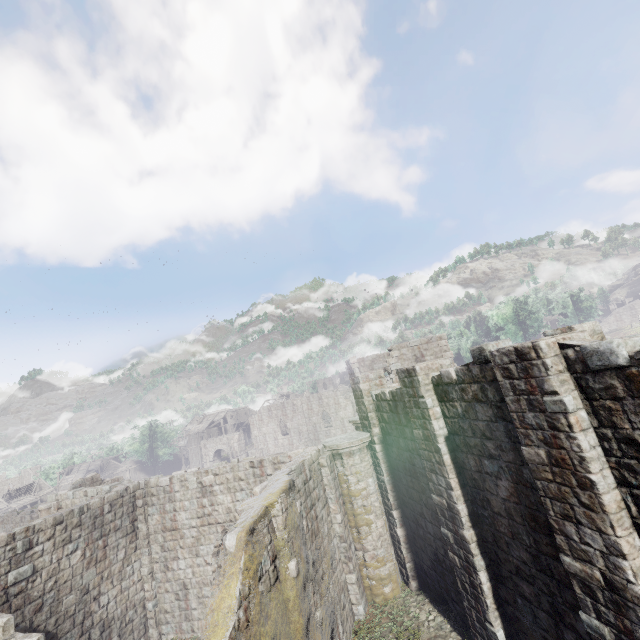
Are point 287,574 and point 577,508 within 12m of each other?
yes

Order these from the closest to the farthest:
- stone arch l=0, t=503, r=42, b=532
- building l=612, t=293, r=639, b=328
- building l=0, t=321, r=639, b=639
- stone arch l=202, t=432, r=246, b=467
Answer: building l=0, t=321, r=639, b=639 → stone arch l=0, t=503, r=42, b=532 → stone arch l=202, t=432, r=246, b=467 → building l=612, t=293, r=639, b=328

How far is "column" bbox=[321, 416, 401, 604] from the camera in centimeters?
1281cm

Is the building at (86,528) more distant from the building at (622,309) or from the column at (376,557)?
the building at (622,309)

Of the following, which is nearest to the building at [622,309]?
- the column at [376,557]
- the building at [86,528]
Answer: the building at [86,528]

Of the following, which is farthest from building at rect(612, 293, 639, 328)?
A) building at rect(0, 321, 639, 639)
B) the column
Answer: the column

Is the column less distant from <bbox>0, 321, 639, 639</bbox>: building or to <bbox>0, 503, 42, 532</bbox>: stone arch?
<bbox>0, 321, 639, 639</bbox>: building

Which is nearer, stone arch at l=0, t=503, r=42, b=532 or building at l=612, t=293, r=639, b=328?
stone arch at l=0, t=503, r=42, b=532
